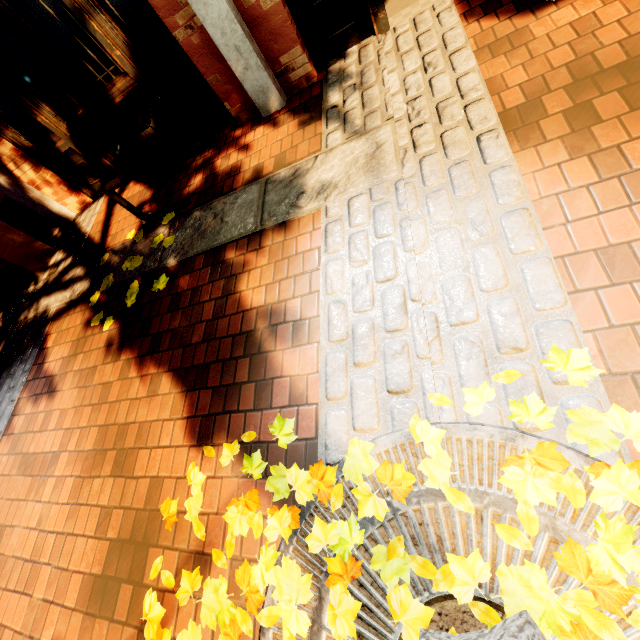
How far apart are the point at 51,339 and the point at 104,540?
2.67m

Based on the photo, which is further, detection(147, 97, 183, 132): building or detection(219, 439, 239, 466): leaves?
detection(147, 97, 183, 132): building

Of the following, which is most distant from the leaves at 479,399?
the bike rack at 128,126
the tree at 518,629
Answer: the bike rack at 128,126

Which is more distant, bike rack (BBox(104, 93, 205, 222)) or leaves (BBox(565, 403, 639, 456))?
bike rack (BBox(104, 93, 205, 222))

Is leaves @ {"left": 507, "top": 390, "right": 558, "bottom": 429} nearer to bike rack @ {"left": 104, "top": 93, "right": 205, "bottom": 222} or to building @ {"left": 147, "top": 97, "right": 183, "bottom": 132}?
bike rack @ {"left": 104, "top": 93, "right": 205, "bottom": 222}

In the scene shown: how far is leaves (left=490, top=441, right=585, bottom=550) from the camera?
1.2 meters

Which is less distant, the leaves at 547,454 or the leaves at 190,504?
the leaves at 547,454

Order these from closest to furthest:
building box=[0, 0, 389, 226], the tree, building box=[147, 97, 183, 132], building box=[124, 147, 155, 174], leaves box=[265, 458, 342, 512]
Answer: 1. the tree
2. leaves box=[265, 458, 342, 512]
3. building box=[0, 0, 389, 226]
4. building box=[147, 97, 183, 132]
5. building box=[124, 147, 155, 174]
